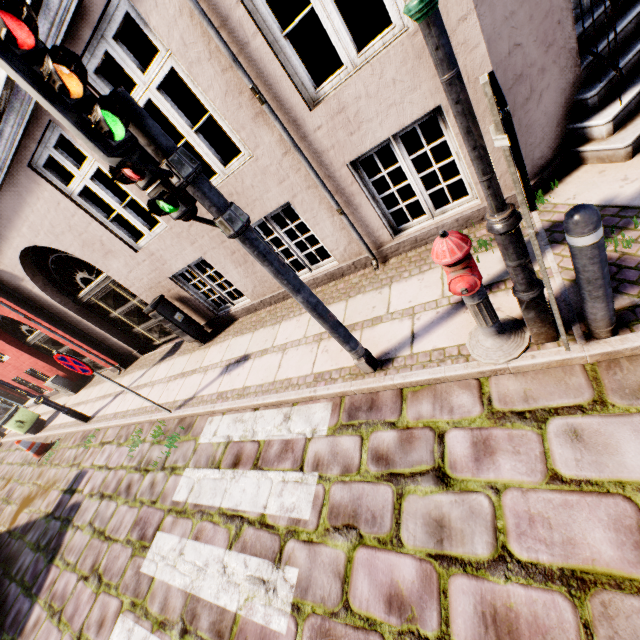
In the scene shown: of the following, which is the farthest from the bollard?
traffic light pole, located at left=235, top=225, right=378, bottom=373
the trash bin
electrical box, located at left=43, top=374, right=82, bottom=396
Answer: the trash bin

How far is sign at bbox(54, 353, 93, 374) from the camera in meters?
4.5

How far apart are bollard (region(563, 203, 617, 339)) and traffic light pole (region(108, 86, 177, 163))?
2.33m

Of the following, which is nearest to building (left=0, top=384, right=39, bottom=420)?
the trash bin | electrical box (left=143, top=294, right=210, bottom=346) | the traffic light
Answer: electrical box (left=143, top=294, right=210, bottom=346)

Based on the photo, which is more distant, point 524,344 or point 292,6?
point 292,6

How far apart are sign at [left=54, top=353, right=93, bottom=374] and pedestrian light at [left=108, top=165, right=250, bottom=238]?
3.48m

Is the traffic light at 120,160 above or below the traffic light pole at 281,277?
above

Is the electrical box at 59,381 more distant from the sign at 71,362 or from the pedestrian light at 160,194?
the pedestrian light at 160,194
